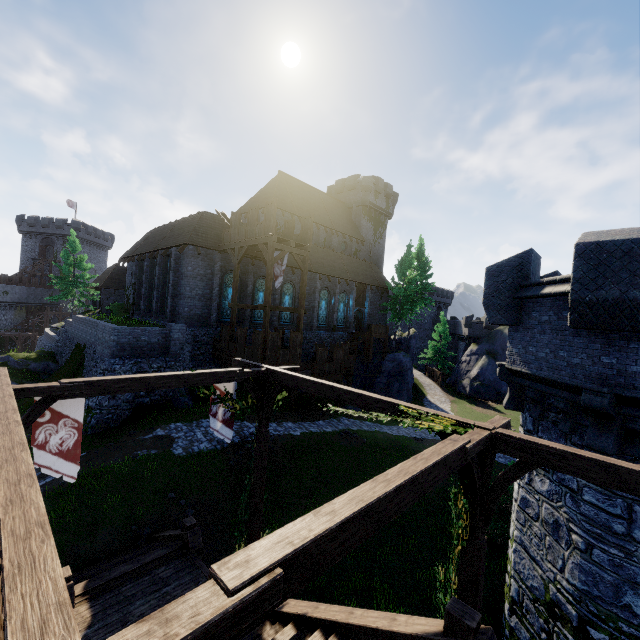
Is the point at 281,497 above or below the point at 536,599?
below

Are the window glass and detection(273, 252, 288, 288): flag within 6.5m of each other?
yes

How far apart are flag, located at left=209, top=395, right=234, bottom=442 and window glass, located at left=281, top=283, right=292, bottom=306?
20.1 meters

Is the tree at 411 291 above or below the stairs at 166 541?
above

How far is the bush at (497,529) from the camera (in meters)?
14.19

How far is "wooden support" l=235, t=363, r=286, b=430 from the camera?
9.1 meters

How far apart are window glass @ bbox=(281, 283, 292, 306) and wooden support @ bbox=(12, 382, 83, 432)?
23.1 meters

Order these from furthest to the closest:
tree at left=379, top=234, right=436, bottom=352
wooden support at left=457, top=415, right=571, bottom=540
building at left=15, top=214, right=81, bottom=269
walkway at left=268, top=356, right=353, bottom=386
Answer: building at left=15, top=214, right=81, bottom=269, tree at left=379, top=234, right=436, bottom=352, walkway at left=268, top=356, right=353, bottom=386, wooden support at left=457, top=415, right=571, bottom=540
